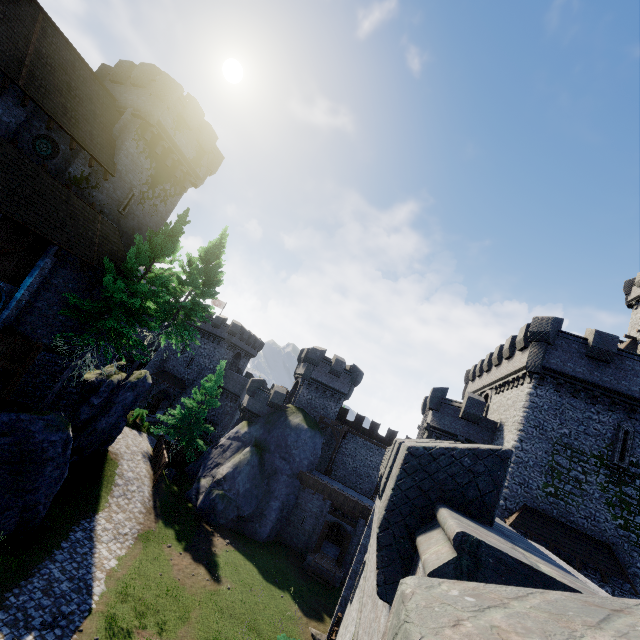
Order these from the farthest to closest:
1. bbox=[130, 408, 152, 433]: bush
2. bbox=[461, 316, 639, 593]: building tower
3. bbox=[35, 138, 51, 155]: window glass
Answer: bbox=[130, 408, 152, 433]: bush
bbox=[461, 316, 639, 593]: building tower
bbox=[35, 138, 51, 155]: window glass

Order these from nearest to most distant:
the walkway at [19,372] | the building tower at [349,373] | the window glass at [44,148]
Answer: the walkway at [19,372] → the window glass at [44,148] → the building tower at [349,373]

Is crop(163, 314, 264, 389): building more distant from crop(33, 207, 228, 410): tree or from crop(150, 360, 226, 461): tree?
crop(33, 207, 228, 410): tree

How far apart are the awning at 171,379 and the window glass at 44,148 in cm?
3337

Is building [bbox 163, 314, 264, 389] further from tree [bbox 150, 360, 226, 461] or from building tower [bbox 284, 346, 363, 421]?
tree [bbox 150, 360, 226, 461]

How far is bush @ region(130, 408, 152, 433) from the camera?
33.2m

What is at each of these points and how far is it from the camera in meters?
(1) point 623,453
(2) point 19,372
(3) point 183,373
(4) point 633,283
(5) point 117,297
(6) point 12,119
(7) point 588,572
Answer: (1) window slit, 18.9
(2) walkway, 14.9
(3) building, 47.4
(4) building, 36.0
(5) tree, 17.1
(6) building, 16.2
(7) building tower, 17.6

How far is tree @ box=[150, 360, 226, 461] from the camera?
30.2m
